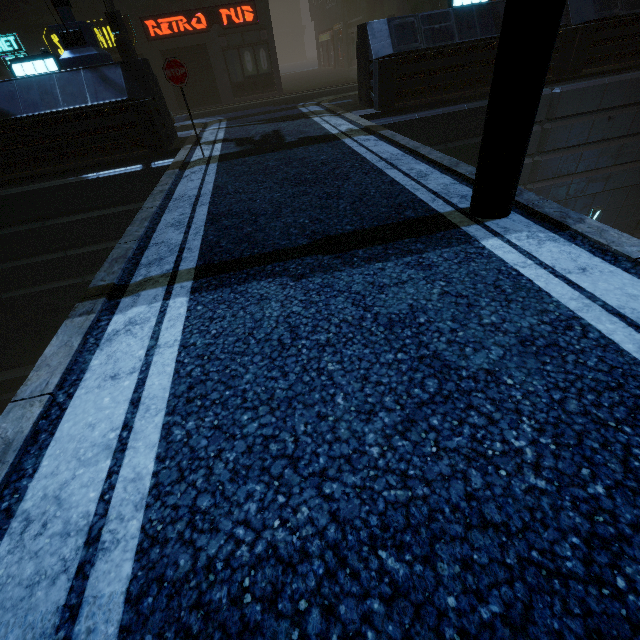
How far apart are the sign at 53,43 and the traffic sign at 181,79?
12.92m

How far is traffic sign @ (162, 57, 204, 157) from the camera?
6.4m

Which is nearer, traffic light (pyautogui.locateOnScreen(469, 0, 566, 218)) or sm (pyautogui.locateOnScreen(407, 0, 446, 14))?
traffic light (pyautogui.locateOnScreen(469, 0, 566, 218))

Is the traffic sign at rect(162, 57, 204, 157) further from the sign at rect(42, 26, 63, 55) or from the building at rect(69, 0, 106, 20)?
the sign at rect(42, 26, 63, 55)

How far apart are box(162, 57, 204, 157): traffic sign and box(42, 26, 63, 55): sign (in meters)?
12.92

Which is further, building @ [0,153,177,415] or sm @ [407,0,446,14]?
sm @ [407,0,446,14]

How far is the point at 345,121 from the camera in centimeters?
896cm
